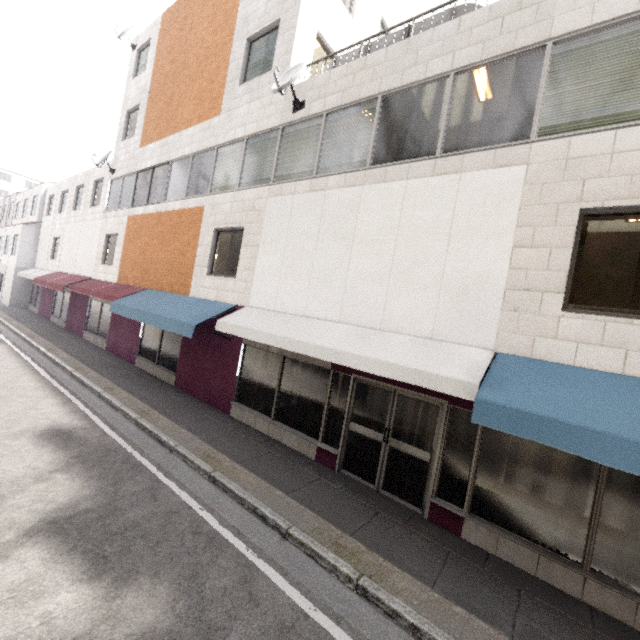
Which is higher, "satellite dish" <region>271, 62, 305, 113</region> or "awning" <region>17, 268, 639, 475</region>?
"satellite dish" <region>271, 62, 305, 113</region>

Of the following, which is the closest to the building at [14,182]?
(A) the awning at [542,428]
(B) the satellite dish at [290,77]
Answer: (B) the satellite dish at [290,77]

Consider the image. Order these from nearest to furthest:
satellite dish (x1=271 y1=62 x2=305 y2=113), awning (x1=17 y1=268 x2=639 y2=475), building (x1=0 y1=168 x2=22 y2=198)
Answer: awning (x1=17 y1=268 x2=639 y2=475) → satellite dish (x1=271 y1=62 x2=305 y2=113) → building (x1=0 y1=168 x2=22 y2=198)

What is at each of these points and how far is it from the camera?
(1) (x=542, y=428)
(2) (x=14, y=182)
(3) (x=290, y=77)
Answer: (1) awning, 3.66m
(2) building, 59.25m
(3) satellite dish, 7.91m

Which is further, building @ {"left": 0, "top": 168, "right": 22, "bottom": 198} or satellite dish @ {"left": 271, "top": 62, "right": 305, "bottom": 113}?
building @ {"left": 0, "top": 168, "right": 22, "bottom": 198}

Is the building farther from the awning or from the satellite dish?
the awning

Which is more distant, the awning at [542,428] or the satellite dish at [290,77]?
the satellite dish at [290,77]

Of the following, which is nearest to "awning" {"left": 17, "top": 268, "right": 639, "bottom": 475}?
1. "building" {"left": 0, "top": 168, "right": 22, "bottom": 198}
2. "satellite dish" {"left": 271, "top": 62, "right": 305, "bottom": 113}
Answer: "satellite dish" {"left": 271, "top": 62, "right": 305, "bottom": 113}
